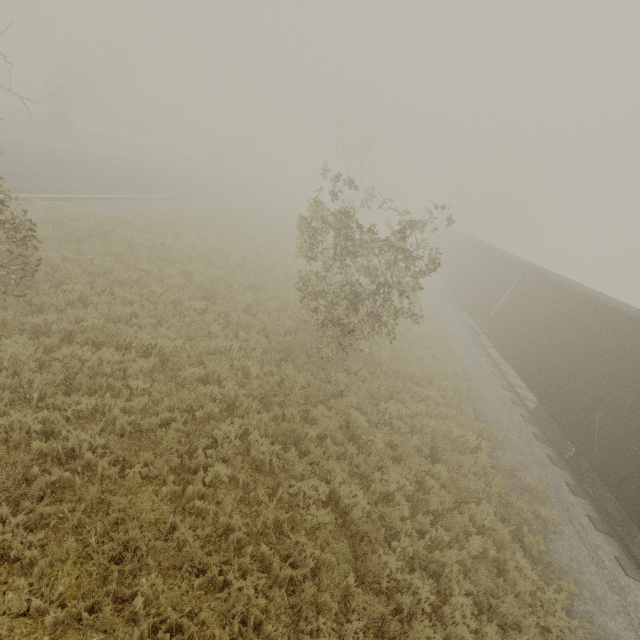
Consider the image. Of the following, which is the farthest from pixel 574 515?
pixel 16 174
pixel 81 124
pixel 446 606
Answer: A: pixel 81 124

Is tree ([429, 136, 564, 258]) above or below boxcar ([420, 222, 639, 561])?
above

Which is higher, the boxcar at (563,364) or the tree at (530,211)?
the tree at (530,211)

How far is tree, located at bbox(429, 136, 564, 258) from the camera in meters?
43.9

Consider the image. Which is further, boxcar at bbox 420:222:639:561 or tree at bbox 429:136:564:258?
tree at bbox 429:136:564:258

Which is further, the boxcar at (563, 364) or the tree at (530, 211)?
the tree at (530, 211)
